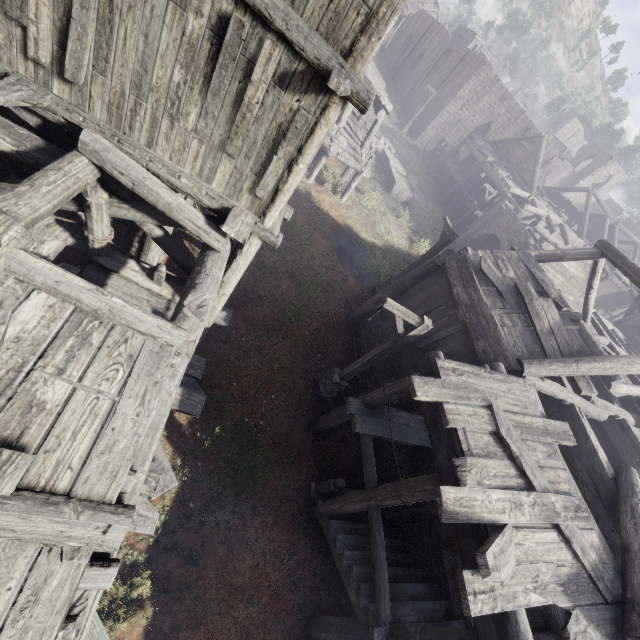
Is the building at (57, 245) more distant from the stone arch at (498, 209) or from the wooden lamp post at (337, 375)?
the wooden lamp post at (337, 375)

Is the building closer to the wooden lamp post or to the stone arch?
the stone arch

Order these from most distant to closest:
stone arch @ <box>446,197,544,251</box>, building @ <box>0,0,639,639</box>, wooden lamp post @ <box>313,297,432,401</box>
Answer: stone arch @ <box>446,197,544,251</box> → wooden lamp post @ <box>313,297,432,401</box> → building @ <box>0,0,639,639</box>

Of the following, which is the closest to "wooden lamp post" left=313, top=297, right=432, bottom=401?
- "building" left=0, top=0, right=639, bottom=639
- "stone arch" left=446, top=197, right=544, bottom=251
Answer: "building" left=0, top=0, right=639, bottom=639

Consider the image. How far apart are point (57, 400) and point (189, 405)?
3.59m
